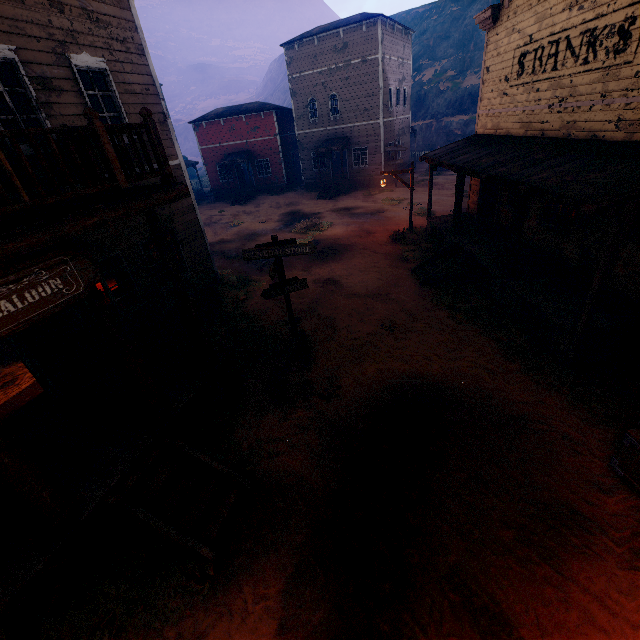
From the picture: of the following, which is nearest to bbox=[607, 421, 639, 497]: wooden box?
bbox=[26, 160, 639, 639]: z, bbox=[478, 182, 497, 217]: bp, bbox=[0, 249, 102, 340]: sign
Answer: bbox=[26, 160, 639, 639]: z

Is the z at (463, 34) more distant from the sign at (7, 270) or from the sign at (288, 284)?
the sign at (7, 270)

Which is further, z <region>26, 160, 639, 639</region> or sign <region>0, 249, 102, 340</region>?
z <region>26, 160, 639, 639</region>

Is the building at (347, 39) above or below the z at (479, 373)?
above

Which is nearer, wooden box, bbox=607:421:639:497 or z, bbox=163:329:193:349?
wooden box, bbox=607:421:639:497

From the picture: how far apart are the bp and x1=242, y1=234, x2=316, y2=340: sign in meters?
9.9

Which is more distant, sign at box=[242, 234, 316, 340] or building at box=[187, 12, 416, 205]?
building at box=[187, 12, 416, 205]

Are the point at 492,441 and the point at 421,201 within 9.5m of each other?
no
